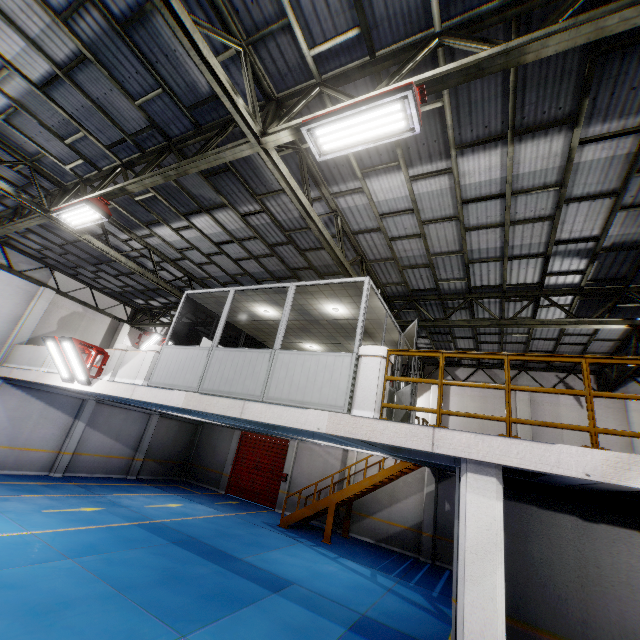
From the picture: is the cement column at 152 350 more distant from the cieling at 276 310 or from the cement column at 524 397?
the cement column at 524 397

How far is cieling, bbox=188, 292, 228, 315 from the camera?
9.5m

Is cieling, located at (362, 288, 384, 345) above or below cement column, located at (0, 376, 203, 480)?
above

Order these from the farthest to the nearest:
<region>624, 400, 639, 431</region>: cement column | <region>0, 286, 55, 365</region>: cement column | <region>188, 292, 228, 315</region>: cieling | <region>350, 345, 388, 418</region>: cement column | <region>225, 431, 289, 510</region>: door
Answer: <region>225, 431, 289, 510</region>: door → <region>0, 286, 55, 365</region>: cement column → <region>624, 400, 639, 431</region>: cement column → <region>188, 292, 228, 315</region>: cieling → <region>350, 345, 388, 418</region>: cement column

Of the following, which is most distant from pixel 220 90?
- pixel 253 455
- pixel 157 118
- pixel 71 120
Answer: pixel 253 455

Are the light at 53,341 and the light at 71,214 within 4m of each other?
yes

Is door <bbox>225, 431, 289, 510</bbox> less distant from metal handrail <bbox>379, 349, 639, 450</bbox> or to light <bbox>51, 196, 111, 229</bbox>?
metal handrail <bbox>379, 349, 639, 450</bbox>
